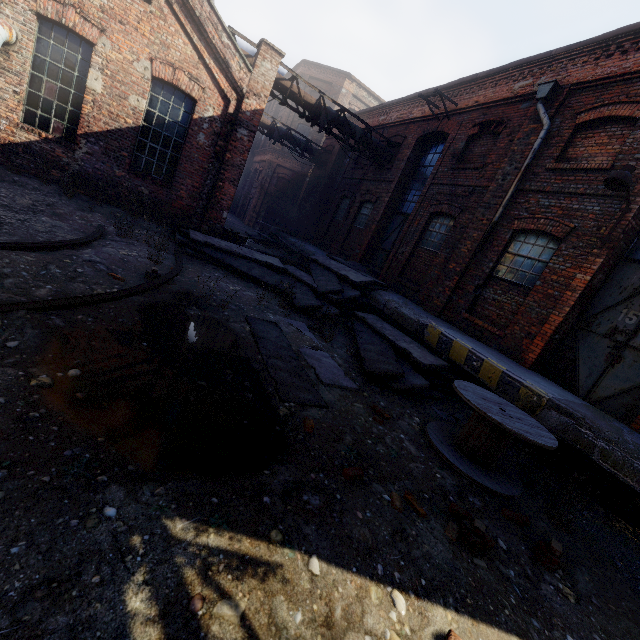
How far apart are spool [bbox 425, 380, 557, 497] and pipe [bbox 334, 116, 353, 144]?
11.89m

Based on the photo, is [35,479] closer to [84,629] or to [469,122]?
[84,629]

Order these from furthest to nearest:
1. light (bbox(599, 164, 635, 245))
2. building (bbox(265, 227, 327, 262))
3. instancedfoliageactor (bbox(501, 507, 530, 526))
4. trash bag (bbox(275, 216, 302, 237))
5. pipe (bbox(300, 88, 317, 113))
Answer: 1. trash bag (bbox(275, 216, 302, 237))
2. building (bbox(265, 227, 327, 262))
3. pipe (bbox(300, 88, 317, 113))
4. light (bbox(599, 164, 635, 245))
5. instancedfoliageactor (bbox(501, 507, 530, 526))

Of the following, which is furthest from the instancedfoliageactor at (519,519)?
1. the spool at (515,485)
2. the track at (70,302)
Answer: the track at (70,302)

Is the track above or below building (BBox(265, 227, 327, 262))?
below

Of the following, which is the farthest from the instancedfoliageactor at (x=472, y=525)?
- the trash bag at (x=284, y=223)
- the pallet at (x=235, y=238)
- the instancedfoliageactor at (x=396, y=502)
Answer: the trash bag at (x=284, y=223)

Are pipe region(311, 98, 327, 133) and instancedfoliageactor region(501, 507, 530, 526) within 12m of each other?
no

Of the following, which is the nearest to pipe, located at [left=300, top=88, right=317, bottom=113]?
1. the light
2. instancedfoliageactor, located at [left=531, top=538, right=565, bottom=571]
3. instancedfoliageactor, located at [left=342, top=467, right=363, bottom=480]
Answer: the light
